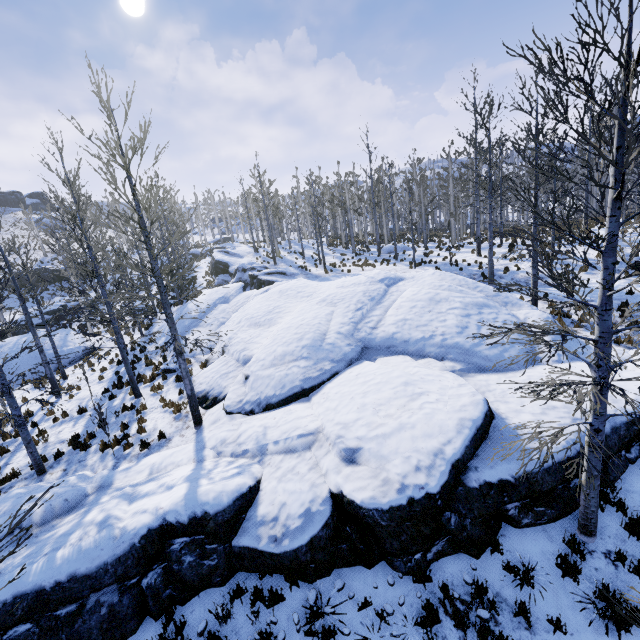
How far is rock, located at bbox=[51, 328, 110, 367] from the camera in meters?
20.4 m

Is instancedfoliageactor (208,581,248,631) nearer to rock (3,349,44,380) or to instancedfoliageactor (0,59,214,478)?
rock (3,349,44,380)

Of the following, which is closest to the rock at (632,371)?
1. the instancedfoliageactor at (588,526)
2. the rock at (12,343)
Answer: the instancedfoliageactor at (588,526)

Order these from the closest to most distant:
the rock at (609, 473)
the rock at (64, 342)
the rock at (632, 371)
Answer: the rock at (609, 473)
the rock at (632, 371)
the rock at (64, 342)

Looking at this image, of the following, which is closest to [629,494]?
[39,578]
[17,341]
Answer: [39,578]

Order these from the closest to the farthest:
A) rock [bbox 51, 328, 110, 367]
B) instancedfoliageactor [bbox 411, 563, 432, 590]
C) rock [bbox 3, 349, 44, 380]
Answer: instancedfoliageactor [bbox 411, 563, 432, 590], rock [bbox 3, 349, 44, 380], rock [bbox 51, 328, 110, 367]

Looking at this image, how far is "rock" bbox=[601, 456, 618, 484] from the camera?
6.61m

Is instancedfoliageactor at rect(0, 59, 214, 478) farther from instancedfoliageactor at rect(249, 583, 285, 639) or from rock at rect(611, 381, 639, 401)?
instancedfoliageactor at rect(249, 583, 285, 639)
